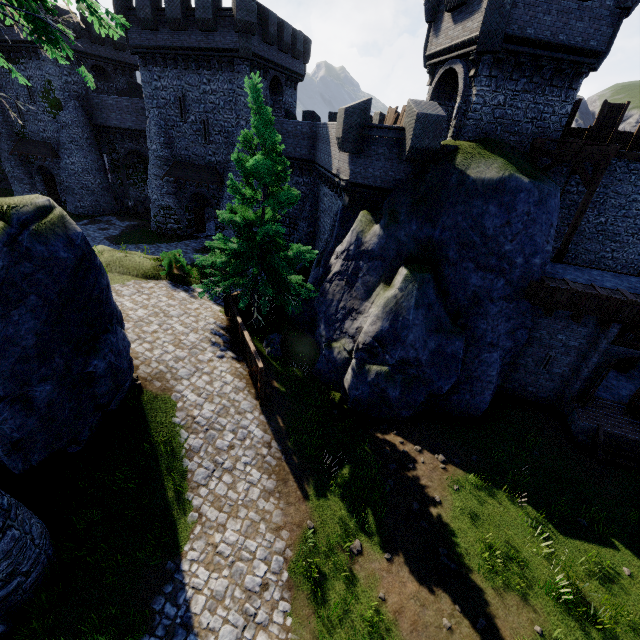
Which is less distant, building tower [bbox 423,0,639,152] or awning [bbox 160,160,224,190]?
building tower [bbox 423,0,639,152]

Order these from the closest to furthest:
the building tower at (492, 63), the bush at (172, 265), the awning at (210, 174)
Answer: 1. the building tower at (492, 63)
2. the bush at (172, 265)
3. the awning at (210, 174)

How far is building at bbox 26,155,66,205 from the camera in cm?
3366

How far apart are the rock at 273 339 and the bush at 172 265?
5.78m

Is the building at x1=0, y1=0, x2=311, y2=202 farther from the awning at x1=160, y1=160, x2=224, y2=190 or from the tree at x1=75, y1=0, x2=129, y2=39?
the tree at x1=75, y1=0, x2=129, y2=39

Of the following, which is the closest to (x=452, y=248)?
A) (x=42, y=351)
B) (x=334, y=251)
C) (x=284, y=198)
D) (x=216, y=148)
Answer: (x=334, y=251)

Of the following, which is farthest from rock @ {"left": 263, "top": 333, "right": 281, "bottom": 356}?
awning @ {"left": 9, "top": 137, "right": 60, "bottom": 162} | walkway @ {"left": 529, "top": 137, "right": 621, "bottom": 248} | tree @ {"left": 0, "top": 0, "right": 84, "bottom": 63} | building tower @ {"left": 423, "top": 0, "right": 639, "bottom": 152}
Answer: awning @ {"left": 9, "top": 137, "right": 60, "bottom": 162}

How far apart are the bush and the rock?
5.8m
